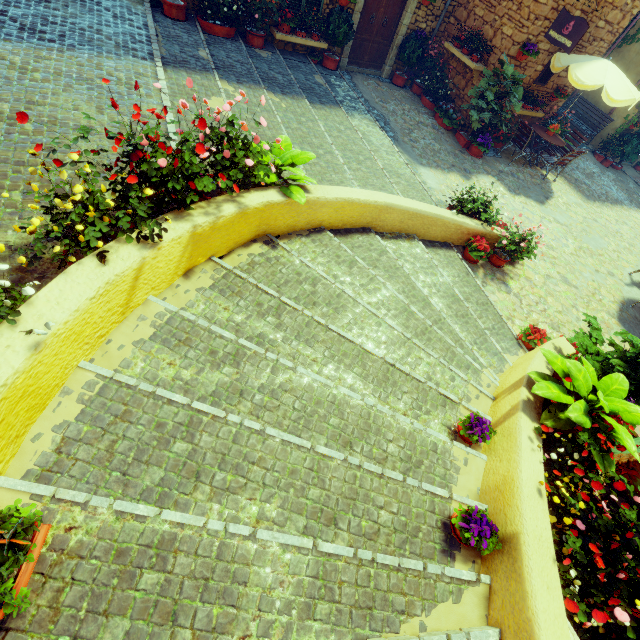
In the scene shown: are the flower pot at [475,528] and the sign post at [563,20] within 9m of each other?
no

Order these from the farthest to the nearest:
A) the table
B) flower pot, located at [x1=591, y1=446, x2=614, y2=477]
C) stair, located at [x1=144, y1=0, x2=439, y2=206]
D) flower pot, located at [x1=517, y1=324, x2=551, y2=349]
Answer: the table < stair, located at [x1=144, y1=0, x2=439, y2=206] < flower pot, located at [x1=517, y1=324, x2=551, y2=349] < flower pot, located at [x1=591, y1=446, x2=614, y2=477]

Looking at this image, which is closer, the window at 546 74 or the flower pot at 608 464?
the flower pot at 608 464

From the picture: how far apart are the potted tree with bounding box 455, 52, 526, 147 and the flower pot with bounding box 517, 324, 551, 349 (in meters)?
6.67

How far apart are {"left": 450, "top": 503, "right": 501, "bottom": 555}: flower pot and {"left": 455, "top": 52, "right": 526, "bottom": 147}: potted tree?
9.9m

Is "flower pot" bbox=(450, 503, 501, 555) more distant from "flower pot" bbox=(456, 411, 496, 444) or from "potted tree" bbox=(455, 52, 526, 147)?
"potted tree" bbox=(455, 52, 526, 147)

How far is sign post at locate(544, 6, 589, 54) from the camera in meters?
7.5 m

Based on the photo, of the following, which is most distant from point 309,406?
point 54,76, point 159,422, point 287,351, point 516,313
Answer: point 54,76
